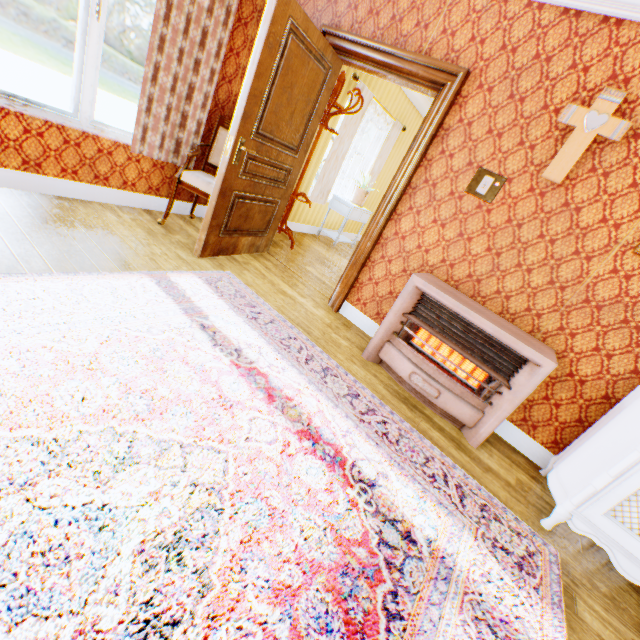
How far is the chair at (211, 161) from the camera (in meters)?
3.39

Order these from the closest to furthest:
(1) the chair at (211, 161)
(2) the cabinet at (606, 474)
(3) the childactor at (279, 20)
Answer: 1. (2) the cabinet at (606, 474)
2. (3) the childactor at (279, 20)
3. (1) the chair at (211, 161)

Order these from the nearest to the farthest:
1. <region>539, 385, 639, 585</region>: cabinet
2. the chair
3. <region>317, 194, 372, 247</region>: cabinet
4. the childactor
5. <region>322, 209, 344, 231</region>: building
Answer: <region>539, 385, 639, 585</region>: cabinet
the childactor
the chair
<region>317, 194, 372, 247</region>: cabinet
<region>322, 209, 344, 231</region>: building

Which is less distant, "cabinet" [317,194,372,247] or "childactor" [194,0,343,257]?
"childactor" [194,0,343,257]

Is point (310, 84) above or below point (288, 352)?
above

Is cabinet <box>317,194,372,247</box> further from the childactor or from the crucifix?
the crucifix

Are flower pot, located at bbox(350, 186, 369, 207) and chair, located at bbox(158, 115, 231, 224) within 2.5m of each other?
no

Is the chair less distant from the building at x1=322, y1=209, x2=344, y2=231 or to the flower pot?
the building at x1=322, y1=209, x2=344, y2=231
